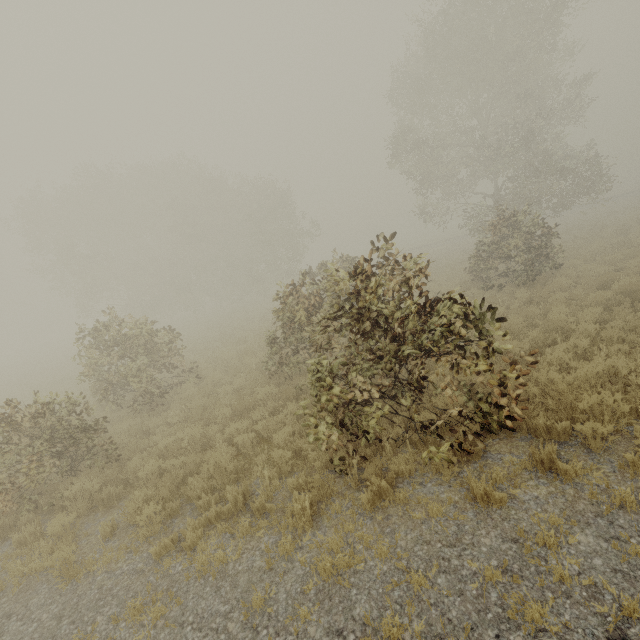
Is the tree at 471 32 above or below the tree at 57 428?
above

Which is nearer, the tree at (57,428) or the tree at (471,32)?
the tree at (57,428)

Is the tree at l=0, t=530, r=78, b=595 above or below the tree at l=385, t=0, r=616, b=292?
below

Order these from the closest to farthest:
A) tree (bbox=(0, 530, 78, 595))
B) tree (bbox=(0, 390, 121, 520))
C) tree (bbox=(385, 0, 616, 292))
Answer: tree (bbox=(0, 530, 78, 595))
tree (bbox=(0, 390, 121, 520))
tree (bbox=(385, 0, 616, 292))

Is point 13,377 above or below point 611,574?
above

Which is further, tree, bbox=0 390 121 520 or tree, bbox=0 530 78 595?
tree, bbox=0 390 121 520

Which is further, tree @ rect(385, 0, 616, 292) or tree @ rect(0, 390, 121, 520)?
tree @ rect(385, 0, 616, 292)
